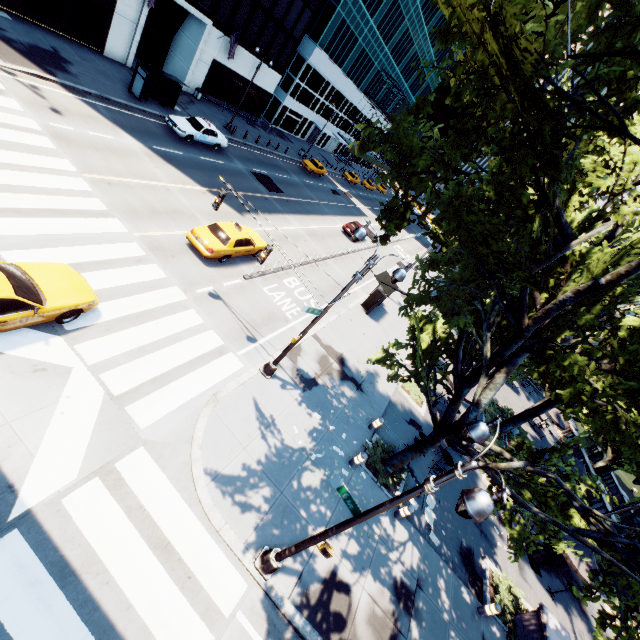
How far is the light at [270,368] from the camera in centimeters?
1091cm

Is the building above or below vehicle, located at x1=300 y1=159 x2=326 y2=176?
above

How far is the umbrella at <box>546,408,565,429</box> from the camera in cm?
2988

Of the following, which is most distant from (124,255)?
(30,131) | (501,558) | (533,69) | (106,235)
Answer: (501,558)

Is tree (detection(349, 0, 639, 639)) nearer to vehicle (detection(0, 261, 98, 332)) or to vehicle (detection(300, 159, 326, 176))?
vehicle (detection(0, 261, 98, 332))

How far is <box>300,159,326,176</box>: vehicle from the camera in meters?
41.4 m

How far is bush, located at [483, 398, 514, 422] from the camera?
25.87m

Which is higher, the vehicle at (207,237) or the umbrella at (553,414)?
the umbrella at (553,414)
